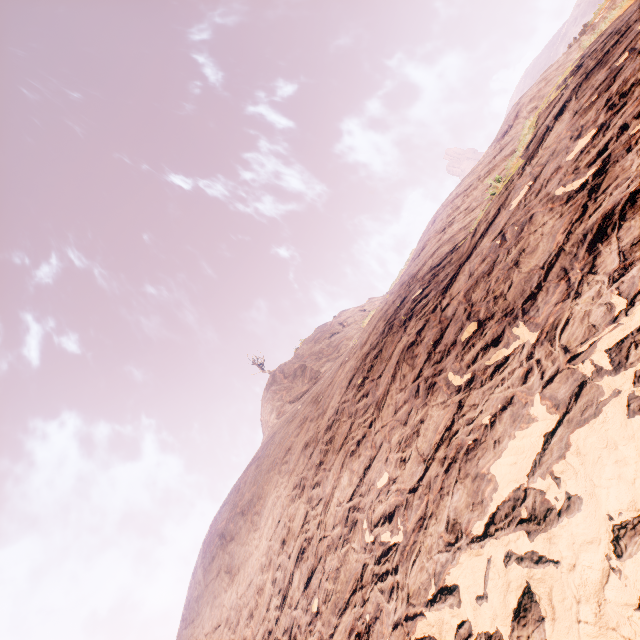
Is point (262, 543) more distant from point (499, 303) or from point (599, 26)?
point (599, 26)
